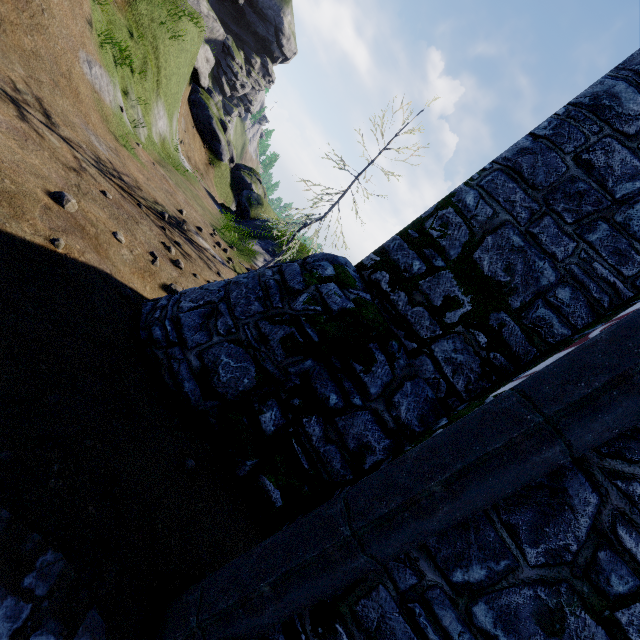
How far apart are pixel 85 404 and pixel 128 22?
19.37m

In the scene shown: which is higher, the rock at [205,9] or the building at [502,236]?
the rock at [205,9]

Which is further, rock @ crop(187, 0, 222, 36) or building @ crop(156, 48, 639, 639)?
rock @ crop(187, 0, 222, 36)

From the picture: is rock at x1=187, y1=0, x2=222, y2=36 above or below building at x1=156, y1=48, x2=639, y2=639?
above

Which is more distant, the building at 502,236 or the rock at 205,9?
the rock at 205,9
